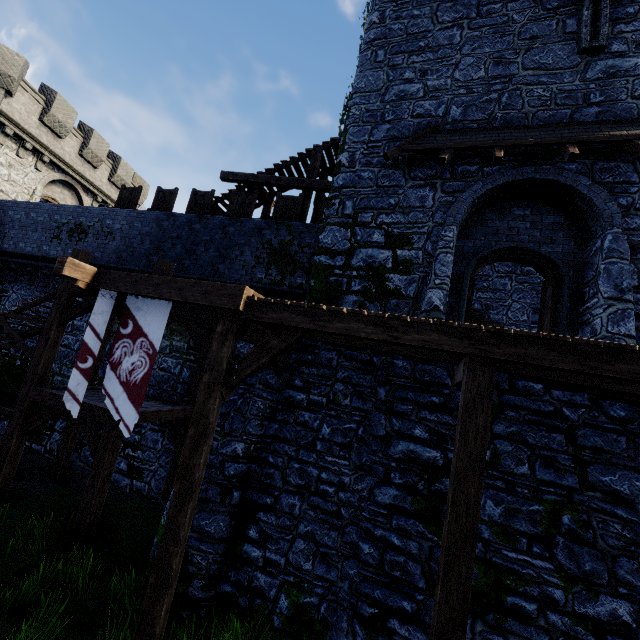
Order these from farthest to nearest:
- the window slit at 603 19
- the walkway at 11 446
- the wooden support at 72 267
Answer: the walkway at 11 446
the window slit at 603 19
the wooden support at 72 267

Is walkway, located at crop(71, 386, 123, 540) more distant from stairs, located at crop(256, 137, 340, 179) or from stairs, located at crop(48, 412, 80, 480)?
stairs, located at crop(256, 137, 340, 179)

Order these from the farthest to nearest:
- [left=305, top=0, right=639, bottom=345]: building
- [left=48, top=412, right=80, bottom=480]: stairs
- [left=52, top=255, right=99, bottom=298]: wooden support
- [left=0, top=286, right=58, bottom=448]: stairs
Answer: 1. [left=48, top=412, right=80, bottom=480]: stairs
2. [left=0, top=286, right=58, bottom=448]: stairs
3. [left=305, top=0, right=639, bottom=345]: building
4. [left=52, top=255, right=99, bottom=298]: wooden support

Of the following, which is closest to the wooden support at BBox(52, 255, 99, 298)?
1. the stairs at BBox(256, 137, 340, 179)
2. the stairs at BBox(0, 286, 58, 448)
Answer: the stairs at BBox(0, 286, 58, 448)

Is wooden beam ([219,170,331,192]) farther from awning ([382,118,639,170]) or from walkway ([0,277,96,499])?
walkway ([0,277,96,499])

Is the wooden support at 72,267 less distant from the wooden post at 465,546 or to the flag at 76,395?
the flag at 76,395

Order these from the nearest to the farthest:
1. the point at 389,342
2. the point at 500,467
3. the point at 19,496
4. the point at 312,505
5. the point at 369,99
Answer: the point at 389,342
the point at 500,467
the point at 312,505
the point at 19,496
the point at 369,99

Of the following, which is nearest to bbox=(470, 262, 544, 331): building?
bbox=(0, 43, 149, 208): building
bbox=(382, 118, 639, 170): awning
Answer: bbox=(382, 118, 639, 170): awning
